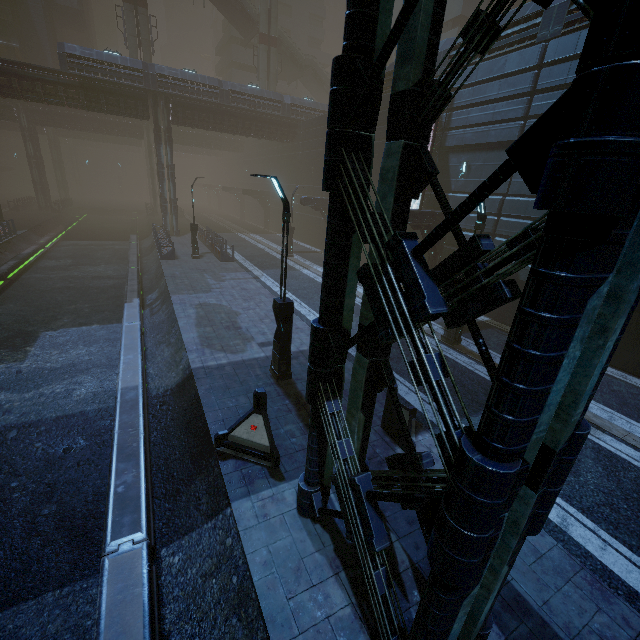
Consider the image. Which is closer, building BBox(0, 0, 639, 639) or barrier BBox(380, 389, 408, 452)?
building BBox(0, 0, 639, 639)

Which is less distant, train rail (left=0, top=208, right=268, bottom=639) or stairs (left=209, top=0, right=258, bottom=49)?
train rail (left=0, top=208, right=268, bottom=639)

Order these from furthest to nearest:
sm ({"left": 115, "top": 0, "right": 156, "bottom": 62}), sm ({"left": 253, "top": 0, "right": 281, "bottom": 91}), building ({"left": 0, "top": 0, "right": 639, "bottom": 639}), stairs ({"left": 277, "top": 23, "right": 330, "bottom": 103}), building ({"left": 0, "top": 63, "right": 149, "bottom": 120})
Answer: stairs ({"left": 277, "top": 23, "right": 330, "bottom": 103}) < sm ({"left": 253, "top": 0, "right": 281, "bottom": 91}) < sm ({"left": 115, "top": 0, "right": 156, "bottom": 62}) < building ({"left": 0, "top": 63, "right": 149, "bottom": 120}) < building ({"left": 0, "top": 0, "right": 639, "bottom": 639})

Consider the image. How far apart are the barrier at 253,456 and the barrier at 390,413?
2.8 meters

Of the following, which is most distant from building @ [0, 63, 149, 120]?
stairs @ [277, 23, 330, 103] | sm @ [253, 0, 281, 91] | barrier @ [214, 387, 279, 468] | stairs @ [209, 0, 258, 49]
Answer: stairs @ [209, 0, 258, 49]

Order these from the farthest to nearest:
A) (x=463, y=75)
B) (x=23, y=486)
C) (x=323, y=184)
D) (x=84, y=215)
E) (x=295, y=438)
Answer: (x=84, y=215)
(x=463, y=75)
(x=295, y=438)
(x=23, y=486)
(x=323, y=184)

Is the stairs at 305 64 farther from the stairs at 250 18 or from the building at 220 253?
the building at 220 253
